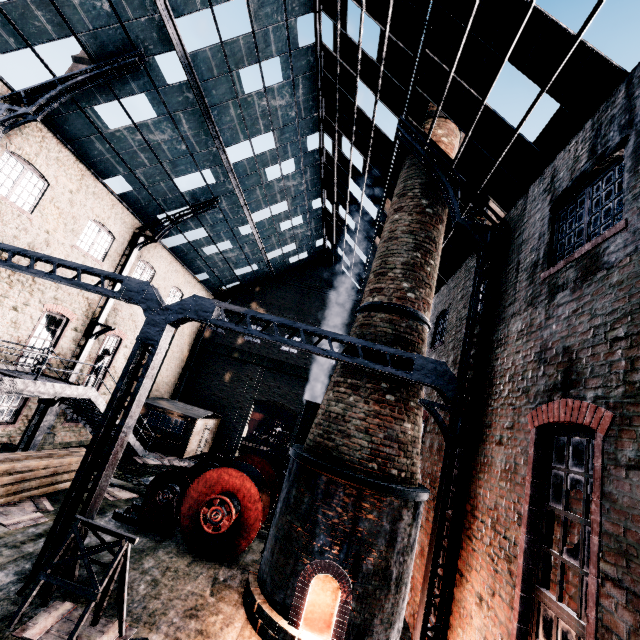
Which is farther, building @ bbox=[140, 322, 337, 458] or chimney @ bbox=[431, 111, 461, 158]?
building @ bbox=[140, 322, 337, 458]

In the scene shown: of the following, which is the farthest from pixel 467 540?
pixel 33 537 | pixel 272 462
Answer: pixel 33 537

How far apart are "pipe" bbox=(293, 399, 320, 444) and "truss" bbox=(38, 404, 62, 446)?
12.1 meters

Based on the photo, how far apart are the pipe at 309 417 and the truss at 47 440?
12.11m

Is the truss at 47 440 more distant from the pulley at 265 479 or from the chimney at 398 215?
the chimney at 398 215

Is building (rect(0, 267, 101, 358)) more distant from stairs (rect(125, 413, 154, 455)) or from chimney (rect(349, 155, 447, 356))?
stairs (rect(125, 413, 154, 455))

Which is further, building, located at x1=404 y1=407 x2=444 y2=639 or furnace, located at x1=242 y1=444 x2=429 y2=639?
building, located at x1=404 y1=407 x2=444 y2=639

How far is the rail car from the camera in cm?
4513
